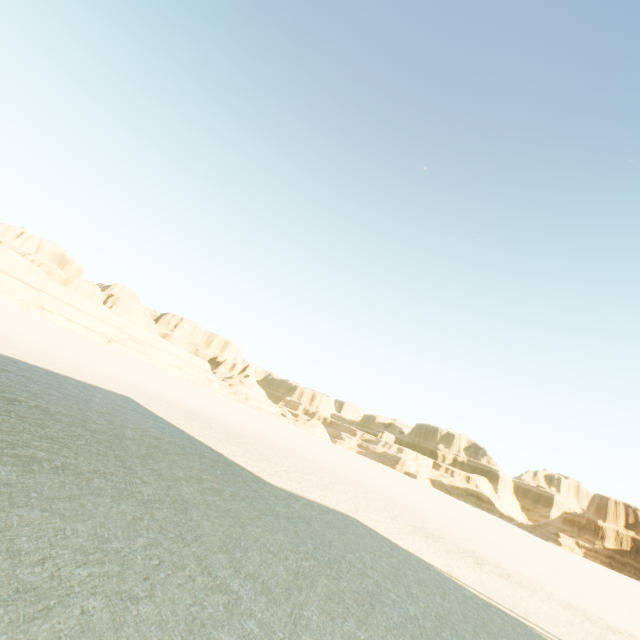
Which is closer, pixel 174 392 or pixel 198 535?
pixel 198 535
